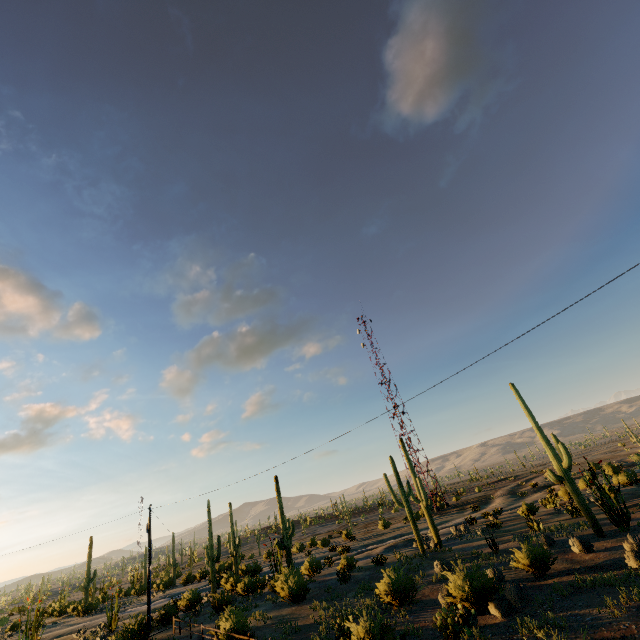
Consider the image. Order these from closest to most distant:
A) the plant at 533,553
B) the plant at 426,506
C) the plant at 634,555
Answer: the plant at 634,555, the plant at 533,553, the plant at 426,506

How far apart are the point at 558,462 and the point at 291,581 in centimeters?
2213cm

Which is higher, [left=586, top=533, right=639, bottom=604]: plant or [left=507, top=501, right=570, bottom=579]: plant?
[left=586, top=533, right=639, bottom=604]: plant

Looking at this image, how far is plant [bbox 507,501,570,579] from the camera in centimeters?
1627cm

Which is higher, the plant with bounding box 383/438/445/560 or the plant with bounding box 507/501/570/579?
the plant with bounding box 383/438/445/560

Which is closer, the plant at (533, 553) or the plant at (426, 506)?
the plant at (533, 553)

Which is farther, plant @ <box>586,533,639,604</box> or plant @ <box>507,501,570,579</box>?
plant @ <box>507,501,570,579</box>
